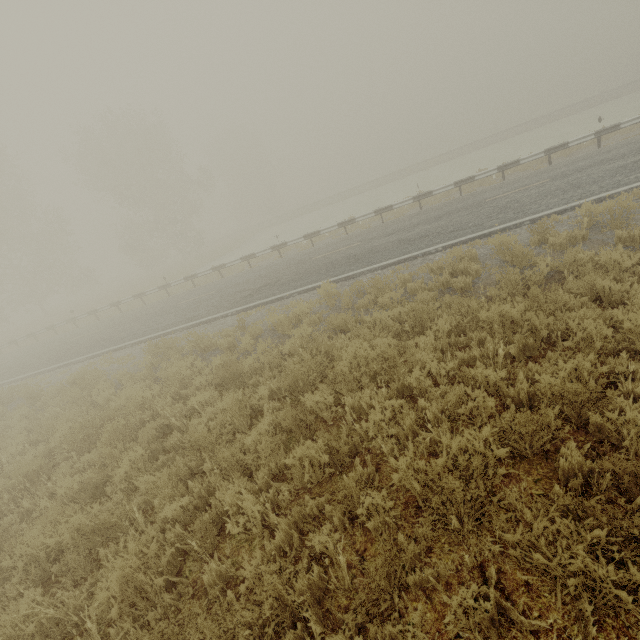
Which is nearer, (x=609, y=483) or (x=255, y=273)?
(x=609, y=483)

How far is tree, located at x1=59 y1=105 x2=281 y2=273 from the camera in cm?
3231

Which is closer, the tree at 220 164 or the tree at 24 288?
the tree at 24 288

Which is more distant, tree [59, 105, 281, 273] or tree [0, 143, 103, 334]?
tree [59, 105, 281, 273]

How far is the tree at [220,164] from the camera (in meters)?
32.31
